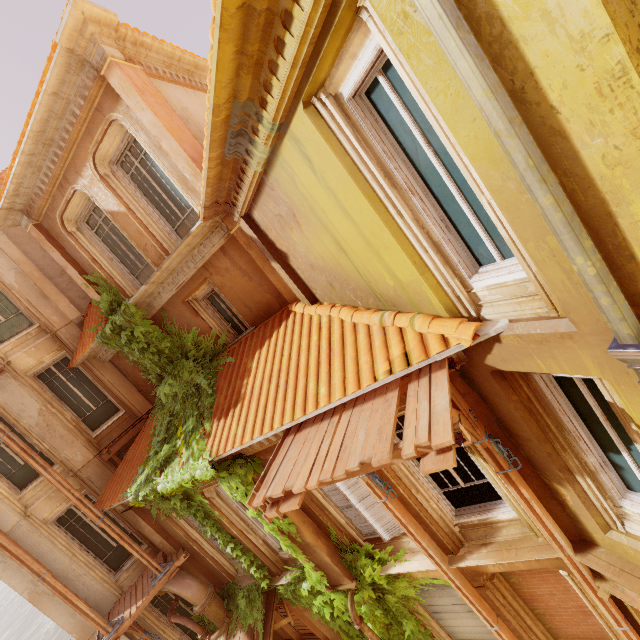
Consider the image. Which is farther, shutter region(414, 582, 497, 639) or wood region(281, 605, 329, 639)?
wood region(281, 605, 329, 639)

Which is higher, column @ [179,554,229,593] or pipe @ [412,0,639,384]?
pipe @ [412,0,639,384]

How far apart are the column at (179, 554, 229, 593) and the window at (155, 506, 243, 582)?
0.0m

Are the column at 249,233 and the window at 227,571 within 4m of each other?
no

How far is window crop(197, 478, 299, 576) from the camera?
8.38m

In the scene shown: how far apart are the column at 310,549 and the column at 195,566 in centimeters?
415cm

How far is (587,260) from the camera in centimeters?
204cm

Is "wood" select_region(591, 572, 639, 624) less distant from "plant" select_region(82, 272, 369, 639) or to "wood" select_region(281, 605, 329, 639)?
"plant" select_region(82, 272, 369, 639)
